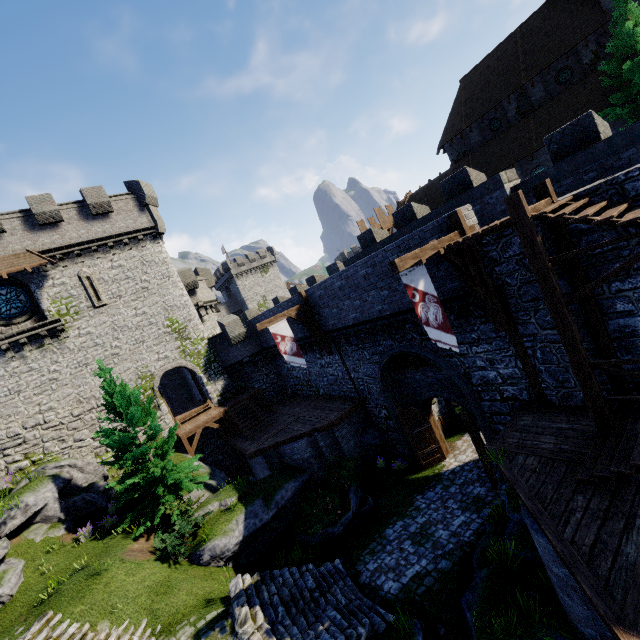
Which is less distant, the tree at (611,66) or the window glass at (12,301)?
the tree at (611,66)

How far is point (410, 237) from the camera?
11.36m

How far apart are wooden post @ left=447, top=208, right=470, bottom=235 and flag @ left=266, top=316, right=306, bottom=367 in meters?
9.4

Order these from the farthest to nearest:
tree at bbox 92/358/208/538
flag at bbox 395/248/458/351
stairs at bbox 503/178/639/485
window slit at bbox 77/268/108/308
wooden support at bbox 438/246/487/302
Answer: window slit at bbox 77/268/108/308, tree at bbox 92/358/208/538, wooden support at bbox 438/246/487/302, flag at bbox 395/248/458/351, stairs at bbox 503/178/639/485

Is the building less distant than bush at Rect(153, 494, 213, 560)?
No

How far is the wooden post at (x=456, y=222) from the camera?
9.6m

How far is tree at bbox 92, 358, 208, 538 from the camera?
14.0m

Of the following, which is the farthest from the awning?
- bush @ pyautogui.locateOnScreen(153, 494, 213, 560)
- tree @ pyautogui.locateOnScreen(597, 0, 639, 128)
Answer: tree @ pyautogui.locateOnScreen(597, 0, 639, 128)
